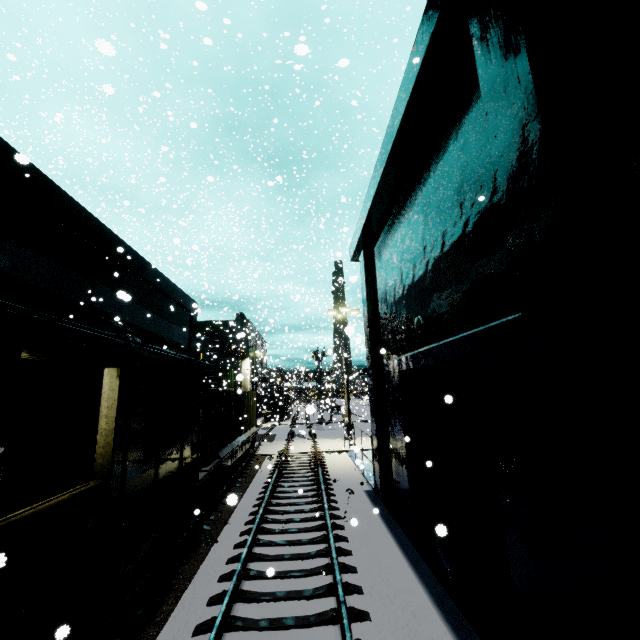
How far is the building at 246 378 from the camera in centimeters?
4061cm

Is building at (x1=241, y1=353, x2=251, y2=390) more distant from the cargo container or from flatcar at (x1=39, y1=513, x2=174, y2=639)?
flatcar at (x1=39, y1=513, x2=174, y2=639)

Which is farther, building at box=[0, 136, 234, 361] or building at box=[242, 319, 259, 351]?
building at box=[242, 319, 259, 351]

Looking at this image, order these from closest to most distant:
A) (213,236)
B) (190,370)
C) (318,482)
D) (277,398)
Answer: (190,370) → (318,482) → (213,236) → (277,398)

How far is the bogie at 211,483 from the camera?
10.98m

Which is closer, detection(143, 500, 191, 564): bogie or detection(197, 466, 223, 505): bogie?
detection(143, 500, 191, 564): bogie

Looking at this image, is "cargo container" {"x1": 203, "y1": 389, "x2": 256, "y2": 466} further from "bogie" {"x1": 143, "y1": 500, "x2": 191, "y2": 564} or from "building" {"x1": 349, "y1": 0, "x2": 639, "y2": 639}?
"bogie" {"x1": 143, "y1": 500, "x2": 191, "y2": 564}

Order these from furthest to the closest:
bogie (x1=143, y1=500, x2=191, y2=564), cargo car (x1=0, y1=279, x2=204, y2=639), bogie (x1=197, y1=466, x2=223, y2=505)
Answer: bogie (x1=197, y1=466, x2=223, y2=505), bogie (x1=143, y1=500, x2=191, y2=564), cargo car (x1=0, y1=279, x2=204, y2=639)
